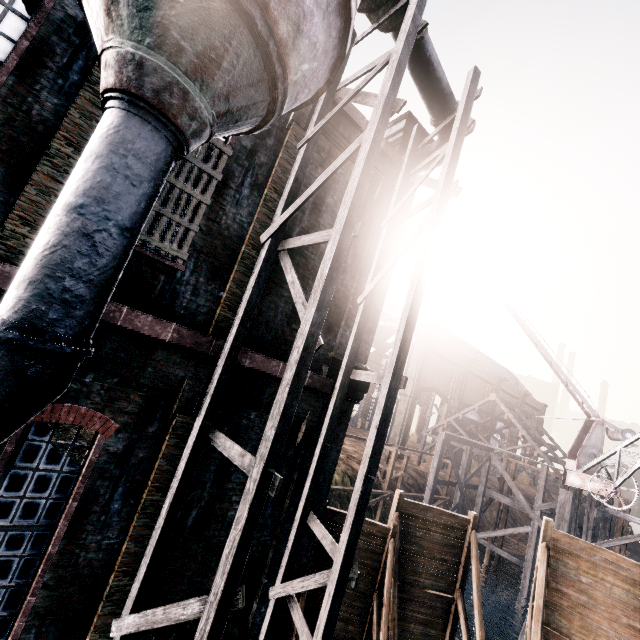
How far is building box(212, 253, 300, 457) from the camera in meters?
7.7 m

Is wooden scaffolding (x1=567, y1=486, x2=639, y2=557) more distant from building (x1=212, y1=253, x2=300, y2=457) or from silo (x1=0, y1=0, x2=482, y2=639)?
silo (x1=0, y1=0, x2=482, y2=639)

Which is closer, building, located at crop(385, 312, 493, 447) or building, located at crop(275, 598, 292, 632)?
building, located at crop(275, 598, 292, 632)

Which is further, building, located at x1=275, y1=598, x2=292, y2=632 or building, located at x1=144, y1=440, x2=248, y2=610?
building, located at x1=275, y1=598, x2=292, y2=632

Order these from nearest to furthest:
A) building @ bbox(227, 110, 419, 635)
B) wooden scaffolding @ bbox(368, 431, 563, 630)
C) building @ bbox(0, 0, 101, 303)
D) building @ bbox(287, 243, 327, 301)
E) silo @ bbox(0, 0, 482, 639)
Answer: silo @ bbox(0, 0, 482, 639), building @ bbox(0, 0, 101, 303), building @ bbox(227, 110, 419, 635), building @ bbox(287, 243, 327, 301), wooden scaffolding @ bbox(368, 431, 563, 630)

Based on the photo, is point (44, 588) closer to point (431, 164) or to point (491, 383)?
point (431, 164)

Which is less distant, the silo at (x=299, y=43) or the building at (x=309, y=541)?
the silo at (x=299, y=43)

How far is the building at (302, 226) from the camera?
8.71m
